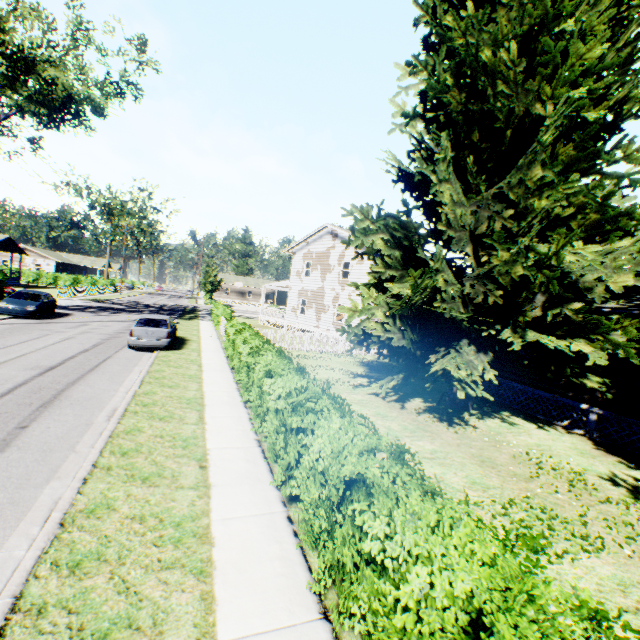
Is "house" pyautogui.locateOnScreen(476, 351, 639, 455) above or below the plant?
below

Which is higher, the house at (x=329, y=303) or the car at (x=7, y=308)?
the house at (x=329, y=303)

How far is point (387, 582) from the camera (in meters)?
2.62

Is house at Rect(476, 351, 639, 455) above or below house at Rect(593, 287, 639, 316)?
below

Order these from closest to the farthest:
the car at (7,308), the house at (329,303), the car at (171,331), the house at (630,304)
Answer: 1. the house at (630,304)
2. the car at (171,331)
3. the car at (7,308)
4. the house at (329,303)

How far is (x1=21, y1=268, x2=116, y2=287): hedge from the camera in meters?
53.3 m

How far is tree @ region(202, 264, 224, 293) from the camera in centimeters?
5694cm

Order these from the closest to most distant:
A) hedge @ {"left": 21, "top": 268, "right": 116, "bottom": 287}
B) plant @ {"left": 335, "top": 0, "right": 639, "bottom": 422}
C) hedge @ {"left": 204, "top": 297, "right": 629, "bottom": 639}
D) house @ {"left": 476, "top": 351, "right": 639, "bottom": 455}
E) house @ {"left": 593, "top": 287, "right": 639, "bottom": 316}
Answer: hedge @ {"left": 204, "top": 297, "right": 629, "bottom": 639} → plant @ {"left": 335, "top": 0, "right": 639, "bottom": 422} → house @ {"left": 593, "top": 287, "right": 639, "bottom": 316} → house @ {"left": 476, "top": 351, "right": 639, "bottom": 455} → hedge @ {"left": 21, "top": 268, "right": 116, "bottom": 287}
